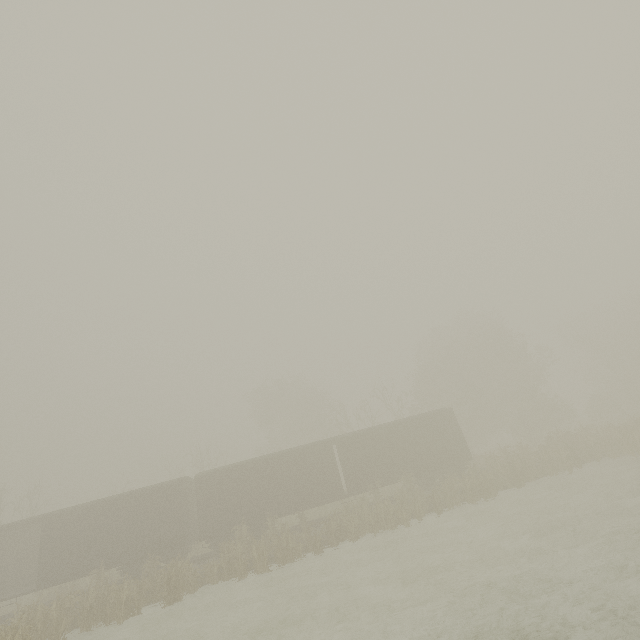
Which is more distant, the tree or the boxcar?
the boxcar

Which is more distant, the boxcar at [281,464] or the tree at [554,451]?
the boxcar at [281,464]

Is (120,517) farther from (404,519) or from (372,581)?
(404,519)
